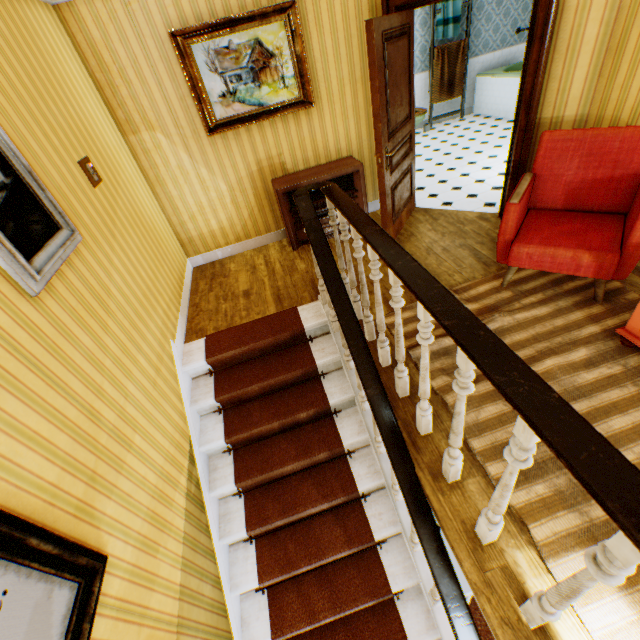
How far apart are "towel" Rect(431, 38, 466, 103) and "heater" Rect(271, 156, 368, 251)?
5.37m

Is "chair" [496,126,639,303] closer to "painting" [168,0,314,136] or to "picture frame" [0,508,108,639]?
"painting" [168,0,314,136]

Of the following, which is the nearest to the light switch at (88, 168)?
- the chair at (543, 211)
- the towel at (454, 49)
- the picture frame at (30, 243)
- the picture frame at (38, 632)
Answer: the picture frame at (30, 243)

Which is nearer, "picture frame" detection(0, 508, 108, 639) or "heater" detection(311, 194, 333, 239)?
"picture frame" detection(0, 508, 108, 639)

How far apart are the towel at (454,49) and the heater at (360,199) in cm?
537

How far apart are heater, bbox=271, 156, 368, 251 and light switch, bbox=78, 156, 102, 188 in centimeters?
191cm

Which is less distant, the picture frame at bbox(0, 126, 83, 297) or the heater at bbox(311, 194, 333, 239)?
the picture frame at bbox(0, 126, 83, 297)

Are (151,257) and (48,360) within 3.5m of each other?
yes
